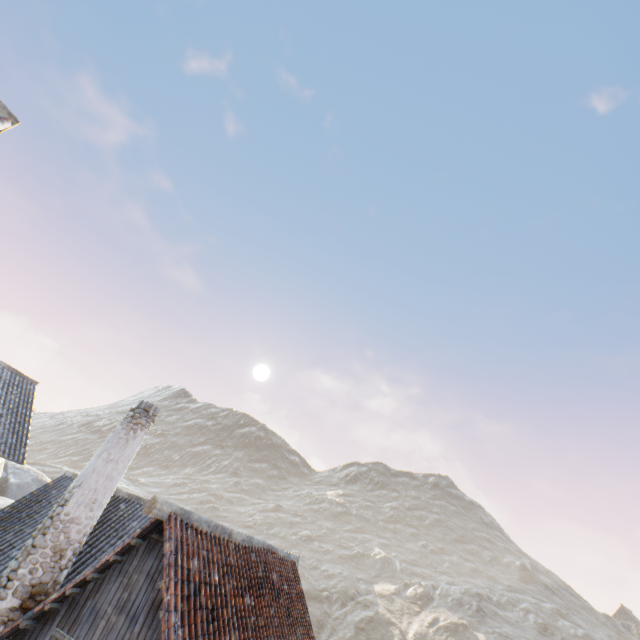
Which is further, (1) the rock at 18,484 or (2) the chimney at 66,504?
(1) the rock at 18,484

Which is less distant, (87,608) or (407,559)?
(87,608)

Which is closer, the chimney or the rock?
the chimney
